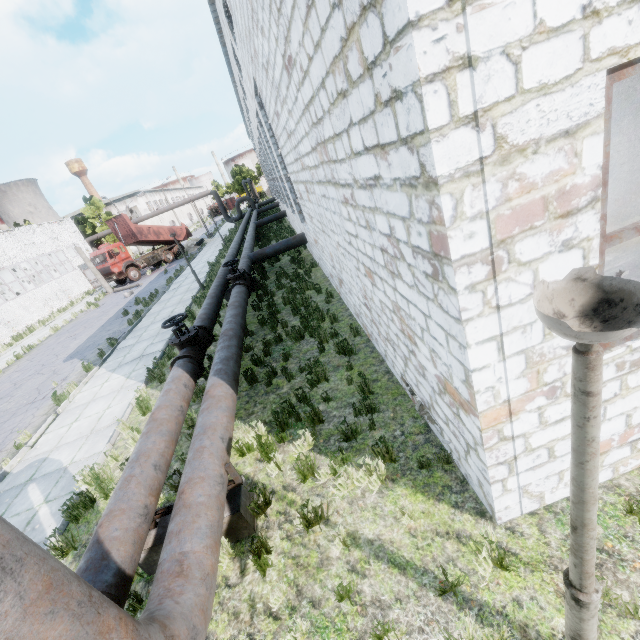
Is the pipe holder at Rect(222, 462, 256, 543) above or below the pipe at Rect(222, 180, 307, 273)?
below

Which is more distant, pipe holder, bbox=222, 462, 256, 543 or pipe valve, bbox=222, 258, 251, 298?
pipe valve, bbox=222, 258, 251, 298

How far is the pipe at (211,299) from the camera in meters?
9.2

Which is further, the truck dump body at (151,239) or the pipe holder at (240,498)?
the truck dump body at (151,239)

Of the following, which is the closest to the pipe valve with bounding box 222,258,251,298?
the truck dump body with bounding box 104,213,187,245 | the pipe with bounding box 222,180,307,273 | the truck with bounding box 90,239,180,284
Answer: the pipe with bounding box 222,180,307,273

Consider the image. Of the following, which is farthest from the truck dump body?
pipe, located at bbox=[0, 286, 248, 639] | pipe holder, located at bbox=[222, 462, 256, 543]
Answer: pipe holder, located at bbox=[222, 462, 256, 543]

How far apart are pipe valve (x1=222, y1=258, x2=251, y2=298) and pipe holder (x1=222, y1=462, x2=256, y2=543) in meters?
7.3 m

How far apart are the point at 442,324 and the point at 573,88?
1.7 meters
